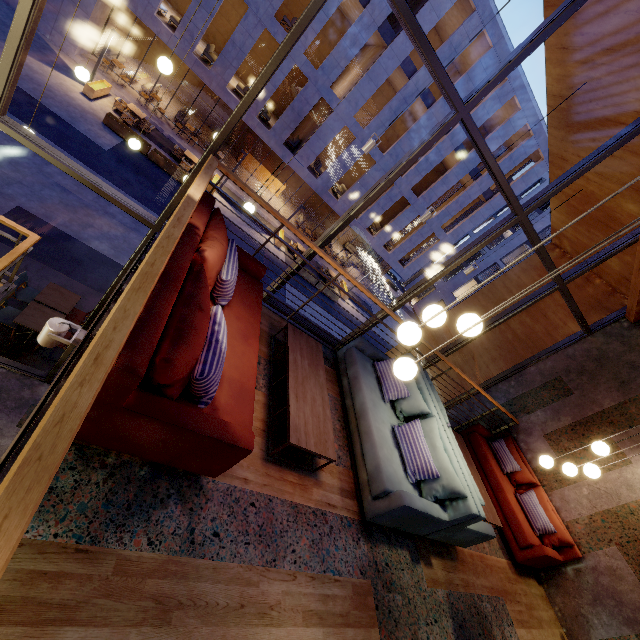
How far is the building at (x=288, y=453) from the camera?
3.1m

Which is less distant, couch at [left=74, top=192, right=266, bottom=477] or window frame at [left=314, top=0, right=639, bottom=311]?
couch at [left=74, top=192, right=266, bottom=477]

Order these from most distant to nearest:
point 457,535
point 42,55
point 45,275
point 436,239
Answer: point 436,239 → point 42,55 → point 45,275 → point 457,535

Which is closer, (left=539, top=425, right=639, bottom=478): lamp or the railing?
the railing

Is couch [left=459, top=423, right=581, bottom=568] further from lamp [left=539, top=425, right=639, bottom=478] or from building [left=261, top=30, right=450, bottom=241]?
building [left=261, top=30, right=450, bottom=241]

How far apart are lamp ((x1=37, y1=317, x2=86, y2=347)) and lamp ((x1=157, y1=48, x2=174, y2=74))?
3.6m

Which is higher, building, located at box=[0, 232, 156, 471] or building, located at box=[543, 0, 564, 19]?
building, located at box=[543, 0, 564, 19]

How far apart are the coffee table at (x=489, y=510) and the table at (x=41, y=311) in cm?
794
